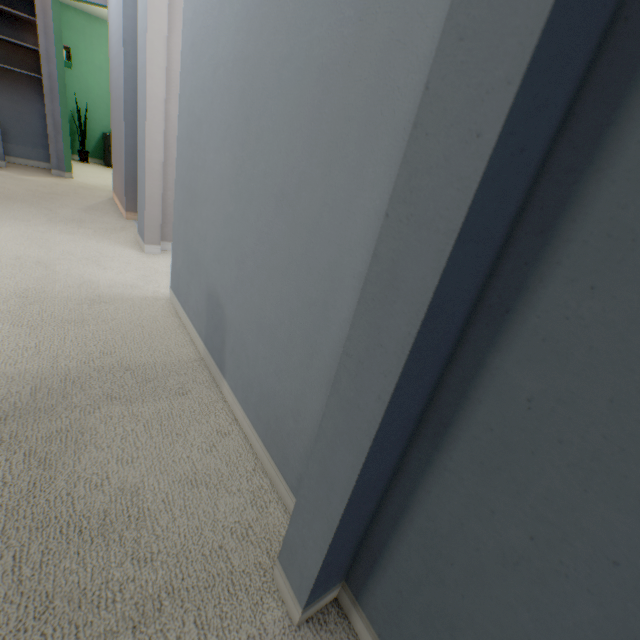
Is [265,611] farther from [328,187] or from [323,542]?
[328,187]
